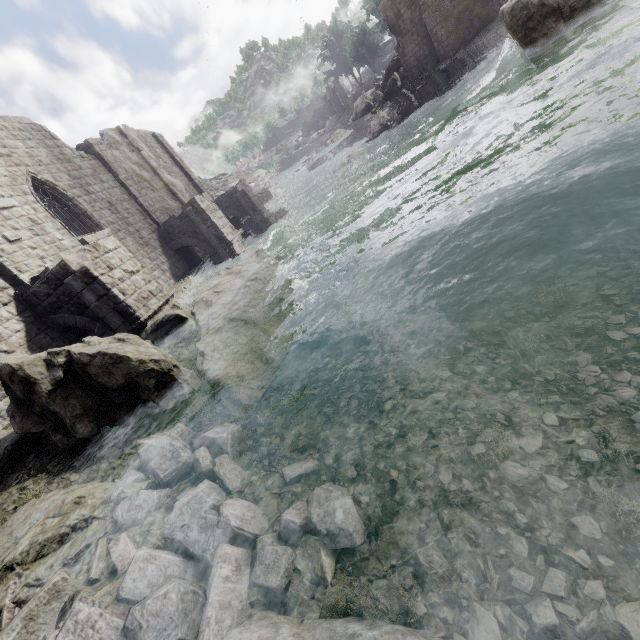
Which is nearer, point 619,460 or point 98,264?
point 619,460

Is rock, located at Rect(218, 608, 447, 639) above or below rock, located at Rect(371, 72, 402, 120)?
Answer: below

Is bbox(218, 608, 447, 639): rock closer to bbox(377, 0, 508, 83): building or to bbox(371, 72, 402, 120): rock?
bbox(377, 0, 508, 83): building

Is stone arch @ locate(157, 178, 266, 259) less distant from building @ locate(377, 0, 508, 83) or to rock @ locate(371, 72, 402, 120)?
building @ locate(377, 0, 508, 83)

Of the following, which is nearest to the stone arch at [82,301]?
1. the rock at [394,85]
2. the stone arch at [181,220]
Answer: the stone arch at [181,220]

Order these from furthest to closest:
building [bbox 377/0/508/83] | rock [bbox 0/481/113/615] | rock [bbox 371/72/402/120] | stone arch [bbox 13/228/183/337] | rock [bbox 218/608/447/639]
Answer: rock [bbox 371/72/402/120]
building [bbox 377/0/508/83]
stone arch [bbox 13/228/183/337]
rock [bbox 0/481/113/615]
rock [bbox 218/608/447/639]

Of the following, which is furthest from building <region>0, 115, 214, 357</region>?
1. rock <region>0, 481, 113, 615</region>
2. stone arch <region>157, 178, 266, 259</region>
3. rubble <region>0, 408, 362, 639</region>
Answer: rubble <region>0, 408, 362, 639</region>

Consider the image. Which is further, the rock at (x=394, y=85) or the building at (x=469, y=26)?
the rock at (x=394, y=85)
